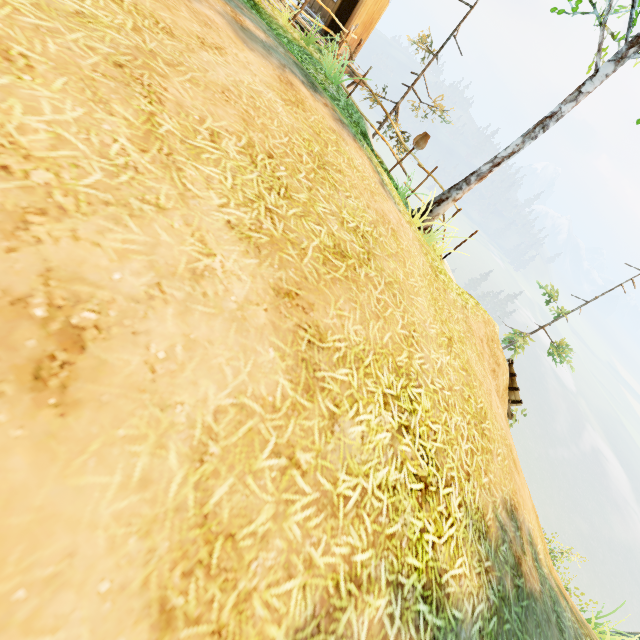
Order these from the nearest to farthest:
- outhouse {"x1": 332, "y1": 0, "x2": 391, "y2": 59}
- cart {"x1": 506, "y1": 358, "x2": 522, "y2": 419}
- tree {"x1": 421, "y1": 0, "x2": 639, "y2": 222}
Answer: tree {"x1": 421, "y1": 0, "x2": 639, "y2": 222} < cart {"x1": 506, "y1": 358, "x2": 522, "y2": 419} < outhouse {"x1": 332, "y1": 0, "x2": 391, "y2": 59}

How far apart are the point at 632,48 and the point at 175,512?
10.0 meters

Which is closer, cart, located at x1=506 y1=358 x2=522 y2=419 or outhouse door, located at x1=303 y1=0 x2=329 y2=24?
cart, located at x1=506 y1=358 x2=522 y2=419

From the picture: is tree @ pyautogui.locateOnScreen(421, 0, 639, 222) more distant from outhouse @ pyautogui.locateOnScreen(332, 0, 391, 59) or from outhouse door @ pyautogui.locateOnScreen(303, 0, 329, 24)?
outhouse door @ pyautogui.locateOnScreen(303, 0, 329, 24)

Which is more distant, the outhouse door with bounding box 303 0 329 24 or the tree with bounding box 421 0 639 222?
the outhouse door with bounding box 303 0 329 24

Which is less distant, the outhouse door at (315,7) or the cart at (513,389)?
the cart at (513,389)

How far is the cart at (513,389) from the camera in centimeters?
951cm

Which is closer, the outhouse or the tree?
the tree
